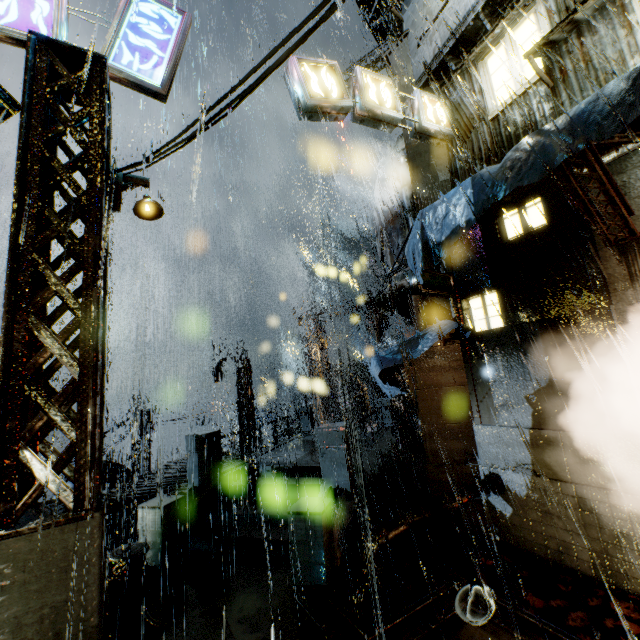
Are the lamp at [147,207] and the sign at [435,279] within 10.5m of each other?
yes

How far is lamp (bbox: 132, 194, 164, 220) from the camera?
5.7m

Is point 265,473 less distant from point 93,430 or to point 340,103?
point 93,430

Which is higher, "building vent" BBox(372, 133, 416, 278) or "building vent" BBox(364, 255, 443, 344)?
"building vent" BBox(372, 133, 416, 278)

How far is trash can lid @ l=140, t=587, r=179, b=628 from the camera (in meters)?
6.14

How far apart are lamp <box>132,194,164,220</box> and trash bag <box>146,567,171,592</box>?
7.25m

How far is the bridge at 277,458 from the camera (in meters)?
7.20

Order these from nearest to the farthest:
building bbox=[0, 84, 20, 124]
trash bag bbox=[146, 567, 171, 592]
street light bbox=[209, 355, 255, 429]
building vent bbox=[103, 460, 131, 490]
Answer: building bbox=[0, 84, 20, 124] → trash bag bbox=[146, 567, 171, 592] → building vent bbox=[103, 460, 131, 490] → street light bbox=[209, 355, 255, 429]
